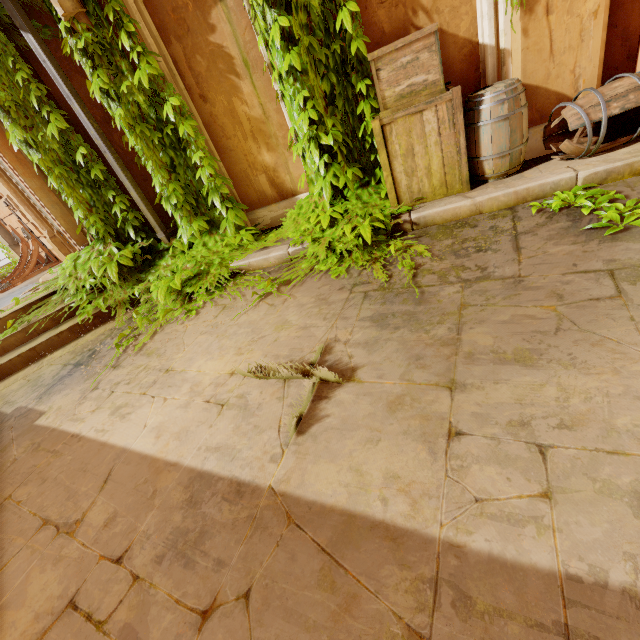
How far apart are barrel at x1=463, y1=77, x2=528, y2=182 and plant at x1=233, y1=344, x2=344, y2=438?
2.6 meters

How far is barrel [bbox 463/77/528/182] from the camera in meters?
3.0

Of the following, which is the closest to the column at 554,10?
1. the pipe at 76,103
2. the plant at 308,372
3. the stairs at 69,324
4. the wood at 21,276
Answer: the plant at 308,372

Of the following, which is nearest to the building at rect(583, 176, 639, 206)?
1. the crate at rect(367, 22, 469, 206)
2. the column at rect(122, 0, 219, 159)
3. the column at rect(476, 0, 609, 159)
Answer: the crate at rect(367, 22, 469, 206)

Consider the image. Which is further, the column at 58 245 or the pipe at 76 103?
the column at 58 245

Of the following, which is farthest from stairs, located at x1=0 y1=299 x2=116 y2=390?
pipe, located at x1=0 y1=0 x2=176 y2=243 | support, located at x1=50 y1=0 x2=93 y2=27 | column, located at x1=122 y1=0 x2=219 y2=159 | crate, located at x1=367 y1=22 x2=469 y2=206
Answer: crate, located at x1=367 y1=22 x2=469 y2=206

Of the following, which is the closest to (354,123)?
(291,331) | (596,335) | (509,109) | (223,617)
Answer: (509,109)

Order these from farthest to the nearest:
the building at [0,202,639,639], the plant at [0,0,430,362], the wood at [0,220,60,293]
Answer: the wood at [0,220,60,293]
the plant at [0,0,430,362]
the building at [0,202,639,639]
